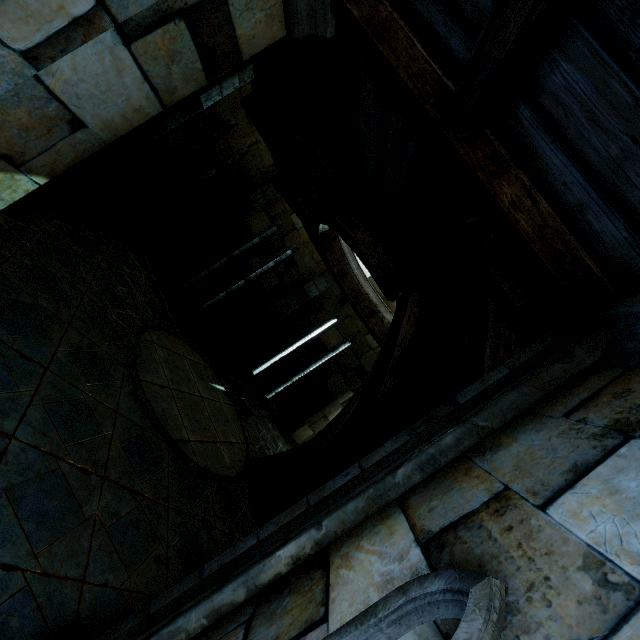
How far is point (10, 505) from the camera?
2.4 meters
